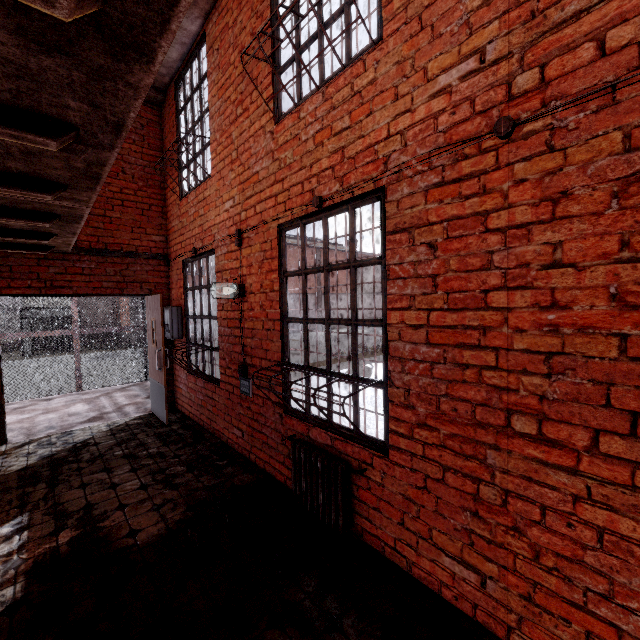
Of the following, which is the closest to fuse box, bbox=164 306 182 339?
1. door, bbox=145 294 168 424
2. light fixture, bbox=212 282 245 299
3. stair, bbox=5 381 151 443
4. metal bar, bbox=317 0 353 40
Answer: door, bbox=145 294 168 424

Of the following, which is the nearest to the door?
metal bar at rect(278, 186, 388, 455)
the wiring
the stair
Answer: the stair

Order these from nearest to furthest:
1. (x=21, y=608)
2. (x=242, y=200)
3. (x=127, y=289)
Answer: (x=21, y=608) < (x=242, y=200) < (x=127, y=289)

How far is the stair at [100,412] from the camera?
5.3 meters

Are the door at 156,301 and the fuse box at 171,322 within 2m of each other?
yes

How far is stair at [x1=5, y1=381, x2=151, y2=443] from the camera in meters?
5.3

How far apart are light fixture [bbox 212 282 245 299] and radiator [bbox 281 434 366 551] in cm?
174

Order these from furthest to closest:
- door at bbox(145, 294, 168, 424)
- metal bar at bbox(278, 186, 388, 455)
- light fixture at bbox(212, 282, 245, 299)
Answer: door at bbox(145, 294, 168, 424) < light fixture at bbox(212, 282, 245, 299) < metal bar at bbox(278, 186, 388, 455)
